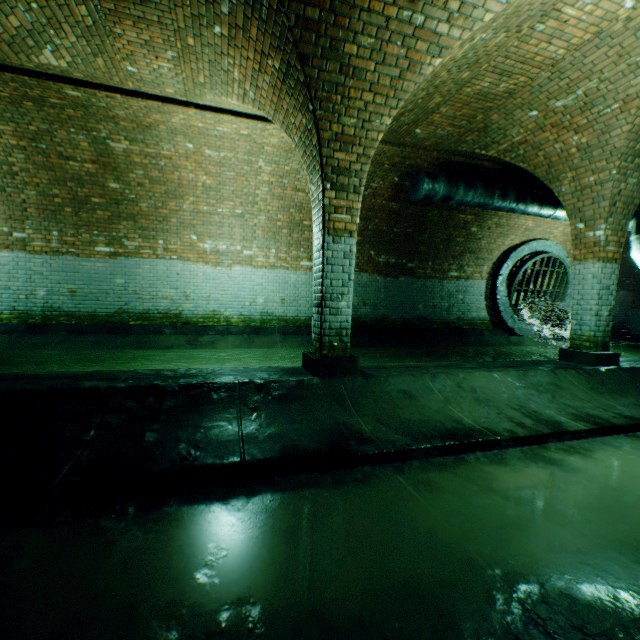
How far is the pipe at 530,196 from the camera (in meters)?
7.23

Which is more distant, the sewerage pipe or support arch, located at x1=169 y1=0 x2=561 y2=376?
the sewerage pipe

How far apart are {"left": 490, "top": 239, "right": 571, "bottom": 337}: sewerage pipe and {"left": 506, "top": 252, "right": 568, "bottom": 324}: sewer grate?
0.0m

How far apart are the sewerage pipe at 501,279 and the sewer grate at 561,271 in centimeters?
1cm

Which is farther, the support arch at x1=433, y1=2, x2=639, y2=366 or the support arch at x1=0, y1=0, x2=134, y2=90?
the support arch at x1=433, y1=2, x2=639, y2=366

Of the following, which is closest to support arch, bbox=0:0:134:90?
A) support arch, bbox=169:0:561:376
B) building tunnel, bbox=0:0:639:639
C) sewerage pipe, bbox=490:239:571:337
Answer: building tunnel, bbox=0:0:639:639

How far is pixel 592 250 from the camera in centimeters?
562cm

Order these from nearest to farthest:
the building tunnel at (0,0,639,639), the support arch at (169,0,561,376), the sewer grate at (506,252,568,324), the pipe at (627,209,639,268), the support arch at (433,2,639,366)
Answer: the building tunnel at (0,0,639,639) → the support arch at (169,0,561,376) → the support arch at (433,2,639,366) → the pipe at (627,209,639,268) → the sewer grate at (506,252,568,324)
